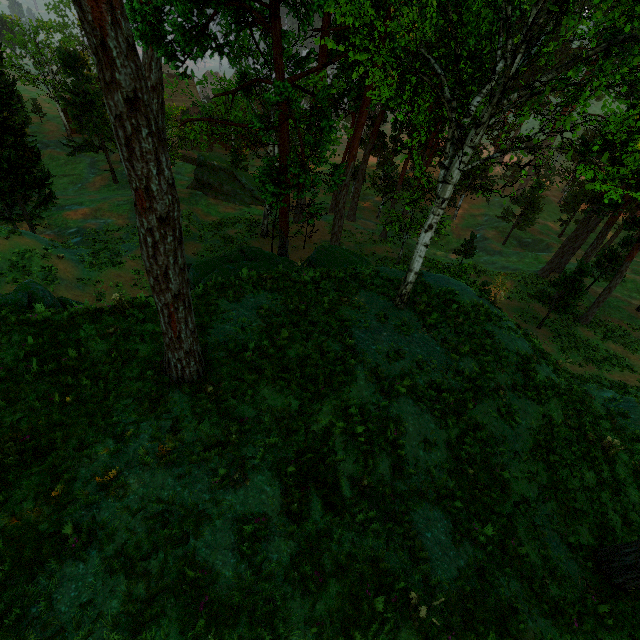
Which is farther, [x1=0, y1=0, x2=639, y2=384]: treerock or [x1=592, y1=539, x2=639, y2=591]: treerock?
[x1=592, y1=539, x2=639, y2=591]: treerock

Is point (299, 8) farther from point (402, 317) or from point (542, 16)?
point (402, 317)

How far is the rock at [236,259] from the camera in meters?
12.9

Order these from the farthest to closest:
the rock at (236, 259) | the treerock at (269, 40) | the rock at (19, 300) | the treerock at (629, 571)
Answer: the rock at (236, 259) → the rock at (19, 300) → the treerock at (629, 571) → the treerock at (269, 40)

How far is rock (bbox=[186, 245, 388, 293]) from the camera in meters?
12.9 m

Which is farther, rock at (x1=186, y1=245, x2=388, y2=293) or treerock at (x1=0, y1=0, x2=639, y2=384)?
rock at (x1=186, y1=245, x2=388, y2=293)

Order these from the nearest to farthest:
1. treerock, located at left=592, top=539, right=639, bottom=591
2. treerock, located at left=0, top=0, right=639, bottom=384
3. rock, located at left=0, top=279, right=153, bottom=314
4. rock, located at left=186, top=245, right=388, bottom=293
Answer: treerock, located at left=0, top=0, right=639, bottom=384, treerock, located at left=592, top=539, right=639, bottom=591, rock, located at left=0, top=279, right=153, bottom=314, rock, located at left=186, top=245, right=388, bottom=293
